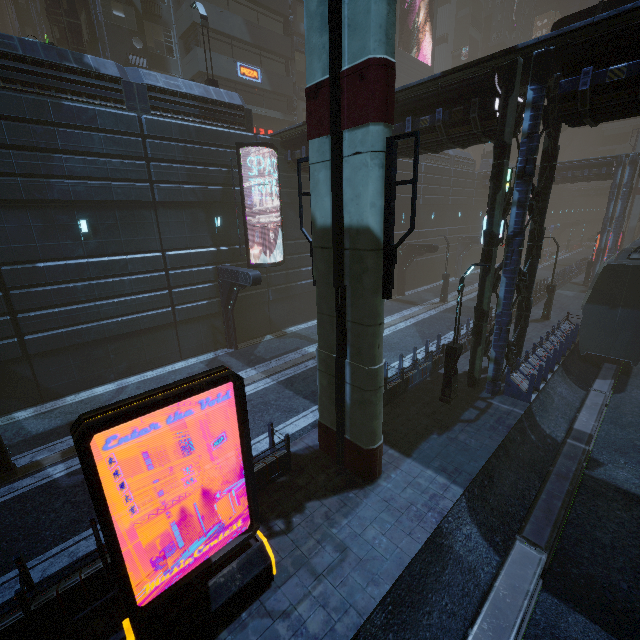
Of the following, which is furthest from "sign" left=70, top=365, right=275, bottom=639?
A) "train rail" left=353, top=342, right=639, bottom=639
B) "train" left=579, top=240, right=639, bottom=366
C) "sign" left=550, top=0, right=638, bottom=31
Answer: "sign" left=550, top=0, right=638, bottom=31

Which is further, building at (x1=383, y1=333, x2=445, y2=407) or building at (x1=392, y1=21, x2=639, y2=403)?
building at (x1=383, y1=333, x2=445, y2=407)

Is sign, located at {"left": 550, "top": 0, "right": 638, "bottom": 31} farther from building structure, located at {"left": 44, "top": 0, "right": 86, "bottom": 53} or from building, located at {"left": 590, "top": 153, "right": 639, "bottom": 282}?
building structure, located at {"left": 44, "top": 0, "right": 86, "bottom": 53}

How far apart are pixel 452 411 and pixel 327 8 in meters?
12.6 m

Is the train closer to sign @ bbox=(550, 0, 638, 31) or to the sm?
sign @ bbox=(550, 0, 638, 31)

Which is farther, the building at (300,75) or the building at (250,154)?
the building at (300,75)

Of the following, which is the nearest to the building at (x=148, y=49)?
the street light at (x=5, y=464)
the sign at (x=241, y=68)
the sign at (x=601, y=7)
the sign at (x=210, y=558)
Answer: the sign at (x=241, y=68)

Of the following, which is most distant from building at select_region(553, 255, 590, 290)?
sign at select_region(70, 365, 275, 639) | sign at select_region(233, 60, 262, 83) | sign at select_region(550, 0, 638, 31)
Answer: sign at select_region(70, 365, 275, 639)
